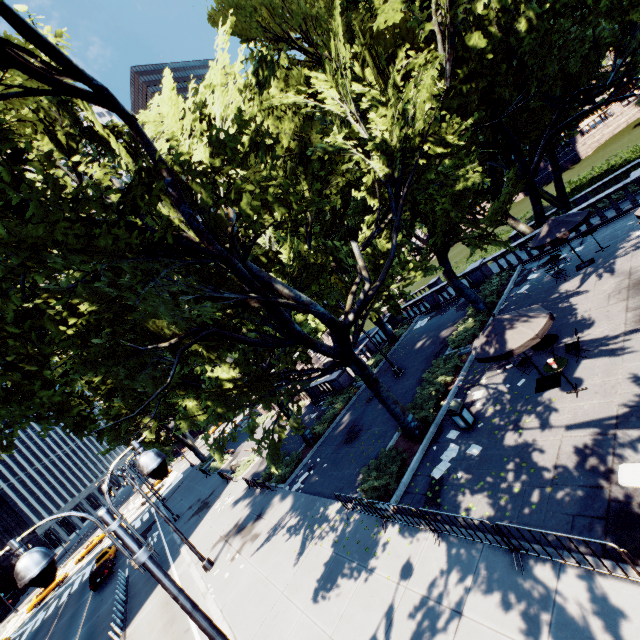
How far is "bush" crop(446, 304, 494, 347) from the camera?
18.17m

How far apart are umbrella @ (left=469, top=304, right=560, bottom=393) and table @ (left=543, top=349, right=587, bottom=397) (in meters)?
1.14

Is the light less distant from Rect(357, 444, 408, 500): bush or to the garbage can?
Rect(357, 444, 408, 500): bush

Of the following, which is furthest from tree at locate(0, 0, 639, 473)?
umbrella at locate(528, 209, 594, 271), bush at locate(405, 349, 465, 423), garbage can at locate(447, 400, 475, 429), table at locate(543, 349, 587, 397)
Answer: table at locate(543, 349, 587, 397)

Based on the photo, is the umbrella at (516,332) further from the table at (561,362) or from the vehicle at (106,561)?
the vehicle at (106,561)

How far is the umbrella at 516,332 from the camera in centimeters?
988cm

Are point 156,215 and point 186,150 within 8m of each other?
yes

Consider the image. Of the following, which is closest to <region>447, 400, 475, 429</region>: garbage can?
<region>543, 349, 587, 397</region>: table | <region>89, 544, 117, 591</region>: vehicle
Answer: <region>543, 349, 587, 397</region>: table
